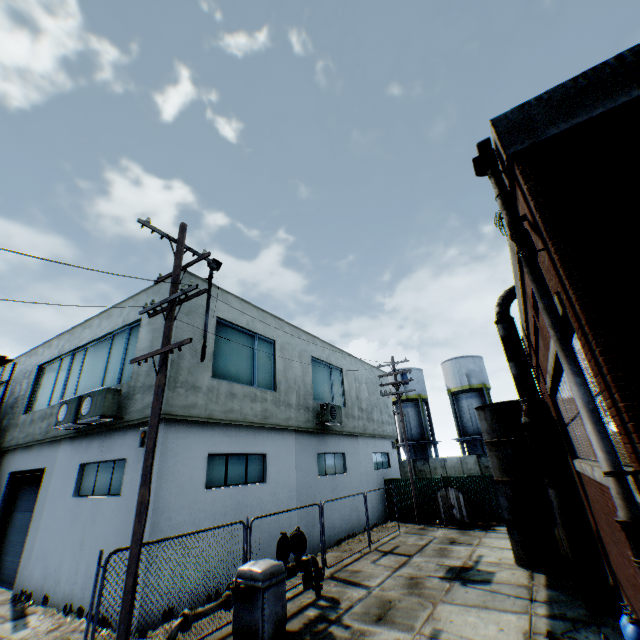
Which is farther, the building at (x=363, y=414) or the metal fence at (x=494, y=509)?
the metal fence at (x=494, y=509)

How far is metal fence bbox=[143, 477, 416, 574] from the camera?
8.0m

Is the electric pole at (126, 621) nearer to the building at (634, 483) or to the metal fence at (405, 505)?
the building at (634, 483)

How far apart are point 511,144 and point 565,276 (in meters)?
1.77

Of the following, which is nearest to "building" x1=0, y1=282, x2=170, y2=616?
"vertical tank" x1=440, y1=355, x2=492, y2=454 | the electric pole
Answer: the electric pole

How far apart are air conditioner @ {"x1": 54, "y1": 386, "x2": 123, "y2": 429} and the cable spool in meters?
16.4

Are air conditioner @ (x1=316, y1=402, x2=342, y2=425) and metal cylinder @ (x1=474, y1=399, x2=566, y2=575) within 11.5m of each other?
yes

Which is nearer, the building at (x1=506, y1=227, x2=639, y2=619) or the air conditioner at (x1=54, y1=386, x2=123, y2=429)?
the building at (x1=506, y1=227, x2=639, y2=619)
